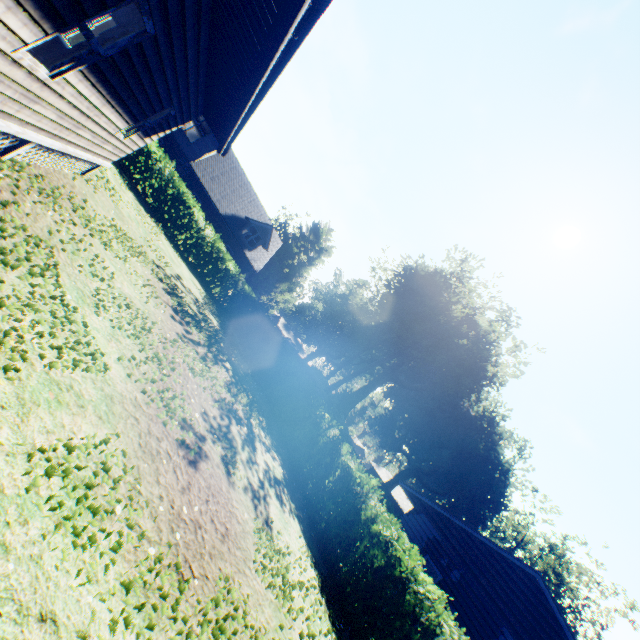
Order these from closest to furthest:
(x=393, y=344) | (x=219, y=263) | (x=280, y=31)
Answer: (x=280, y=31), (x=219, y=263), (x=393, y=344)

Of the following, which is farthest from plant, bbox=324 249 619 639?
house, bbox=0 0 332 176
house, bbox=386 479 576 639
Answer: house, bbox=0 0 332 176

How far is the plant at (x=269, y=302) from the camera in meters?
40.2

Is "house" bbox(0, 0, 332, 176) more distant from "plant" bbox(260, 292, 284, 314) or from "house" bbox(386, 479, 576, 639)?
"plant" bbox(260, 292, 284, 314)

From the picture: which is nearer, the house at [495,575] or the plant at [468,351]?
the house at [495,575]

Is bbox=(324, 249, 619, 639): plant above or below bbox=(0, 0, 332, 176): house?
above
